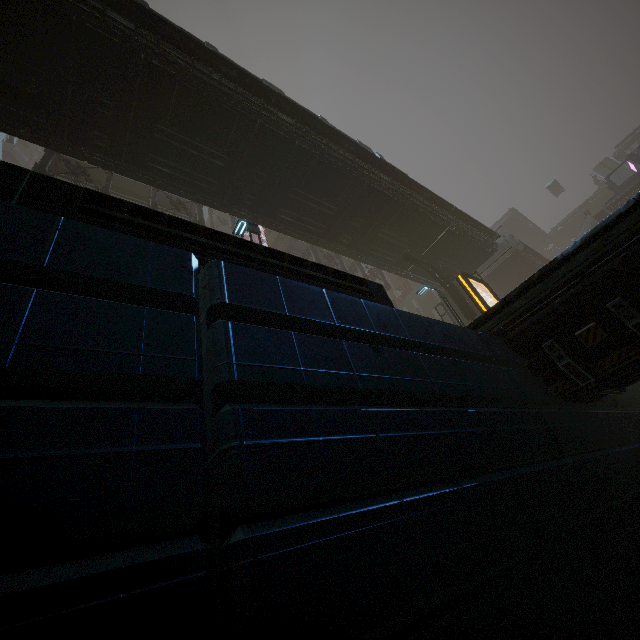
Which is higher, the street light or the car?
the car

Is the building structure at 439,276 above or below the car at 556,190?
below

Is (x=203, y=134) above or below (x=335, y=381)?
above

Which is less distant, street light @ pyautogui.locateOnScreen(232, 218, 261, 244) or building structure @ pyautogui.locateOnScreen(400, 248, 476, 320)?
street light @ pyautogui.locateOnScreen(232, 218, 261, 244)

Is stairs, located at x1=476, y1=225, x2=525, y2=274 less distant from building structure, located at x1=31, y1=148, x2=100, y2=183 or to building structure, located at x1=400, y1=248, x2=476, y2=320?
building structure, located at x1=400, y1=248, x2=476, y2=320

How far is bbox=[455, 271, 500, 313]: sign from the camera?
14.8m

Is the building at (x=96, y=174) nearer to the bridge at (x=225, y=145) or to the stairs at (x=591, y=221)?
the bridge at (x=225, y=145)

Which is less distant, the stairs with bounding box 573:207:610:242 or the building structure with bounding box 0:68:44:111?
the building structure with bounding box 0:68:44:111
